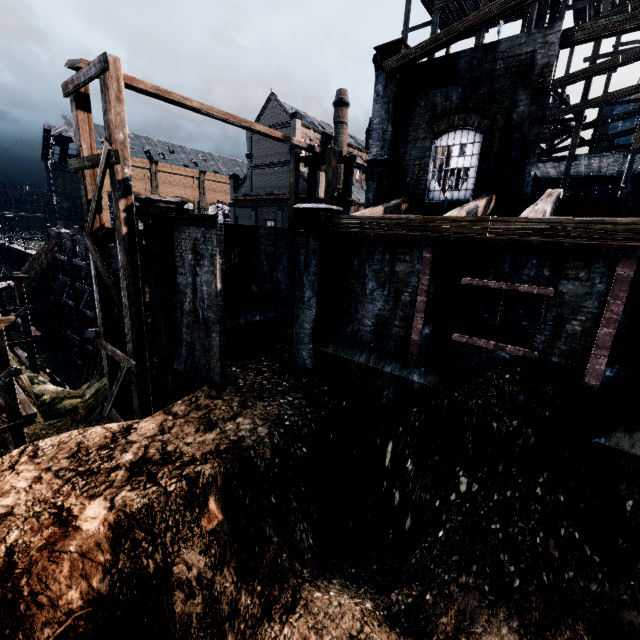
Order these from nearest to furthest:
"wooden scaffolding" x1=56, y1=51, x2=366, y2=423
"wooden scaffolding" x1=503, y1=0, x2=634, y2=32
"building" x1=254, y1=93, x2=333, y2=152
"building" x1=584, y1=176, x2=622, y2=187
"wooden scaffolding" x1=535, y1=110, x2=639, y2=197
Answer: "wooden scaffolding" x1=56, y1=51, x2=366, y2=423, "wooden scaffolding" x1=503, y1=0, x2=634, y2=32, "wooden scaffolding" x1=535, y1=110, x2=639, y2=197, "building" x1=584, y1=176, x2=622, y2=187, "building" x1=254, y1=93, x2=333, y2=152

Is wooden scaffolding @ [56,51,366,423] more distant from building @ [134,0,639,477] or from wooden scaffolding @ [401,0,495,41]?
wooden scaffolding @ [401,0,495,41]

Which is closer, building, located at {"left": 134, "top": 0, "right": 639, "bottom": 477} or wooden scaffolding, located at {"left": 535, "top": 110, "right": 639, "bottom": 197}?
building, located at {"left": 134, "top": 0, "right": 639, "bottom": 477}

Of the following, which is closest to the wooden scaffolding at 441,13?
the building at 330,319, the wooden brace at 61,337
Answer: the building at 330,319

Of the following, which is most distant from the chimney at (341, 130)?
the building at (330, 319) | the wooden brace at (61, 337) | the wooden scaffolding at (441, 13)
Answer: the wooden brace at (61, 337)

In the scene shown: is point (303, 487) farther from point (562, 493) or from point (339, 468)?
point (562, 493)

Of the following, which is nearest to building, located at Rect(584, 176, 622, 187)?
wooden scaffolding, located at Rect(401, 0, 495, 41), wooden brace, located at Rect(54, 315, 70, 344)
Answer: wooden scaffolding, located at Rect(401, 0, 495, 41)

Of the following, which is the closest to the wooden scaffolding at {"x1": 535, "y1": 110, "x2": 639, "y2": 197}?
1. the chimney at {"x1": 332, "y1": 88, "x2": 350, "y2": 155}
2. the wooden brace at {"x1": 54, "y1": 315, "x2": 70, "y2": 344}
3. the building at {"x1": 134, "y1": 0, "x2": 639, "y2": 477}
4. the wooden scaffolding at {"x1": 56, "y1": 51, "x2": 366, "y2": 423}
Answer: the building at {"x1": 134, "y1": 0, "x2": 639, "y2": 477}
